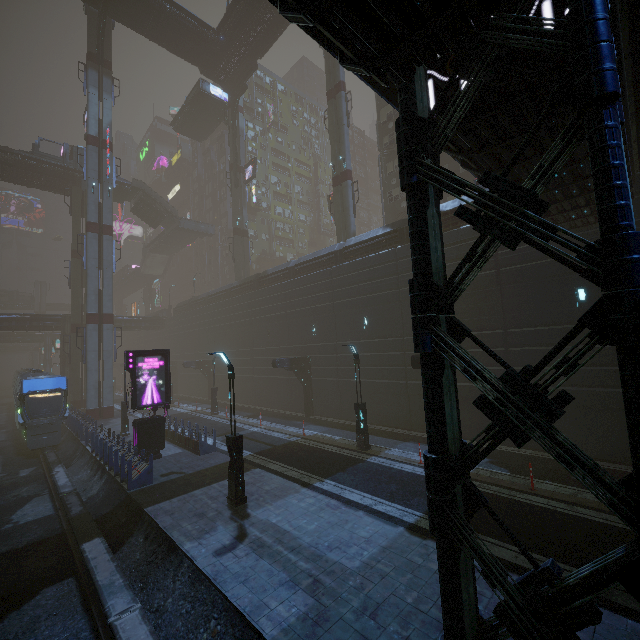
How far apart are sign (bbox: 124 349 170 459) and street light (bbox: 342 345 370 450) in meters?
10.2

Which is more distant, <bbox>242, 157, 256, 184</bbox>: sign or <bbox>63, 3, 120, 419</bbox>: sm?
<bbox>242, 157, 256, 184</bbox>: sign

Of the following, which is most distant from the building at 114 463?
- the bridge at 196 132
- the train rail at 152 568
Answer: the bridge at 196 132

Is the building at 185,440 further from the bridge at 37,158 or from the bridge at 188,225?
the bridge at 188,225

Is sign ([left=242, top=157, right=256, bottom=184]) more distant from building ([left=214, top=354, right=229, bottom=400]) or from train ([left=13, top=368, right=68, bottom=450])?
train ([left=13, top=368, right=68, bottom=450])

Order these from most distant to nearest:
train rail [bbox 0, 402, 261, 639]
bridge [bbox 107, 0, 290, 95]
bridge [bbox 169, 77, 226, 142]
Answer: bridge [bbox 169, 77, 226, 142]
bridge [bbox 107, 0, 290, 95]
train rail [bbox 0, 402, 261, 639]

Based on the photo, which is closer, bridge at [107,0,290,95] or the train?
the train

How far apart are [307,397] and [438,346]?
22.30m
